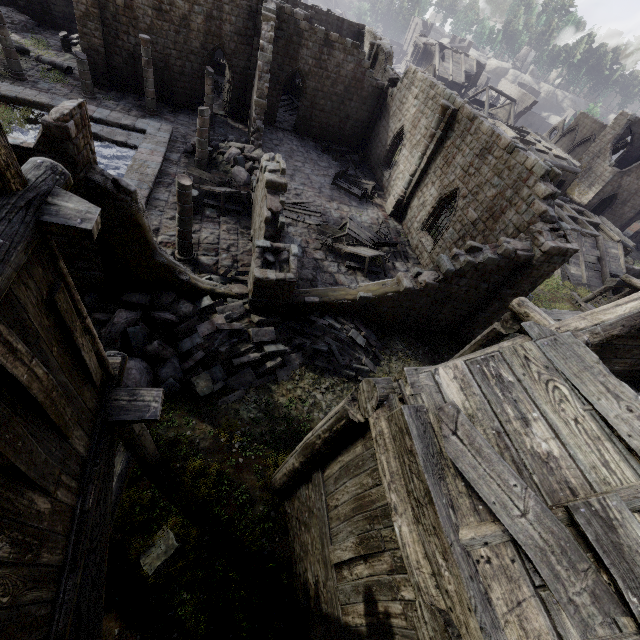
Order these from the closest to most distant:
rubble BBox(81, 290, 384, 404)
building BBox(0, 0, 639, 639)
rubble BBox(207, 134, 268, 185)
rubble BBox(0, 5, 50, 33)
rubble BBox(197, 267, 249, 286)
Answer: building BBox(0, 0, 639, 639) < rubble BBox(81, 290, 384, 404) < rubble BBox(197, 267, 249, 286) < rubble BBox(207, 134, 268, 185) < rubble BBox(0, 5, 50, 33)

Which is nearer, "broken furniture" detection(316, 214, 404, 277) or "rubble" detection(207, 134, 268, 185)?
"broken furniture" detection(316, 214, 404, 277)

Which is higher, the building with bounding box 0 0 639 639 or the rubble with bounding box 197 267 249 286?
the rubble with bounding box 197 267 249 286

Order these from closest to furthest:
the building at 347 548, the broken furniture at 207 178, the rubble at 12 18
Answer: the building at 347 548
the broken furniture at 207 178
the rubble at 12 18

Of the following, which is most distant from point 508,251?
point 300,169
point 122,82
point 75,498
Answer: point 122,82

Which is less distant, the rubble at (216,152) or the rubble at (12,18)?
the rubble at (216,152)

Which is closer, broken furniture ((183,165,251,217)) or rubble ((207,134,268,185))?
broken furniture ((183,165,251,217))

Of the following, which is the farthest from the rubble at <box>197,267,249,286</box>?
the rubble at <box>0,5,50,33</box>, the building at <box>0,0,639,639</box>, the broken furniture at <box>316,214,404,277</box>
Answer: the rubble at <box>0,5,50,33</box>
